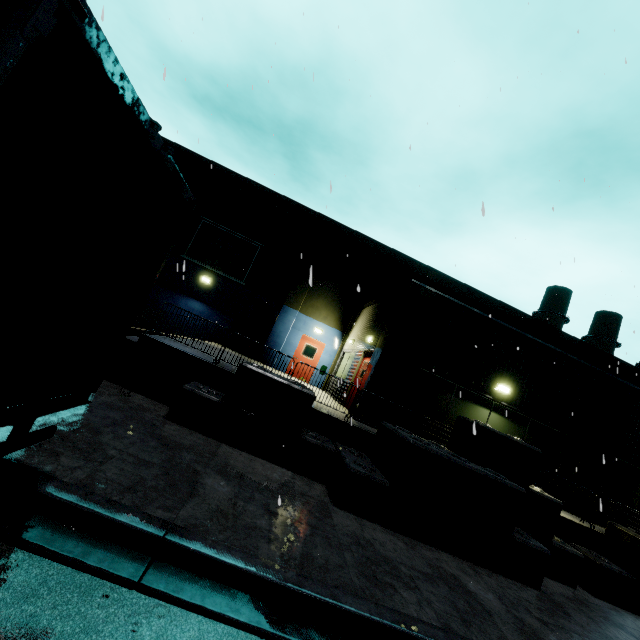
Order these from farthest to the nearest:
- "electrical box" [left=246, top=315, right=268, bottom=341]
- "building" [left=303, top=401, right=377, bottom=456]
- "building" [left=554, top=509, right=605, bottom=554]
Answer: "electrical box" [left=246, top=315, right=268, bottom=341], "building" [left=554, top=509, right=605, bottom=554], "building" [left=303, top=401, right=377, bottom=456]

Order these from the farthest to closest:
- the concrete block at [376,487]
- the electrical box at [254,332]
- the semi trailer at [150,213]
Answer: the electrical box at [254,332] < the concrete block at [376,487] < the semi trailer at [150,213]

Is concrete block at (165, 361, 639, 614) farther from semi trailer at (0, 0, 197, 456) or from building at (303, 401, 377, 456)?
semi trailer at (0, 0, 197, 456)

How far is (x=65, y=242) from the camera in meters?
4.0

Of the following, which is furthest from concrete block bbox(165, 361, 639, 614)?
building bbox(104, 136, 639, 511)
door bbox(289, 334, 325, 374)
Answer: door bbox(289, 334, 325, 374)

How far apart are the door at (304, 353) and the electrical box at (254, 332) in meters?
2.1

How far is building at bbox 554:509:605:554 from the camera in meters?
9.2 m
